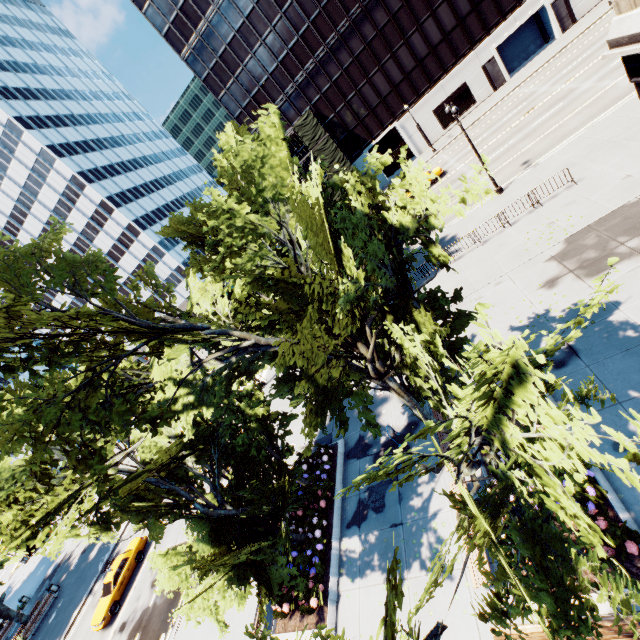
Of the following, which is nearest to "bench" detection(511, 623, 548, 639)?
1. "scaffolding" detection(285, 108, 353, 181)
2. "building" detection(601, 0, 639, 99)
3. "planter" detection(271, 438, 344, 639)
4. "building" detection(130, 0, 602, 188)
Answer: "planter" detection(271, 438, 344, 639)

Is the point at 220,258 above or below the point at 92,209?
below

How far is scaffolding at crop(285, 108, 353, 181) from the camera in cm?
4488

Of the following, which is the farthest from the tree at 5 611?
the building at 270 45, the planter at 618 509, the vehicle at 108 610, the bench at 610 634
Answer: the building at 270 45

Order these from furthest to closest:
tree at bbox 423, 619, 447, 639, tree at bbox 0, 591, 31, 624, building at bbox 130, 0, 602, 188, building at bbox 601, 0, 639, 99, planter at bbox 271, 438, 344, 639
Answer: building at bbox 130, 0, 602, 188 → tree at bbox 0, 591, 31, 624 → building at bbox 601, 0, 639, 99 → planter at bbox 271, 438, 344, 639 → tree at bbox 423, 619, 447, 639

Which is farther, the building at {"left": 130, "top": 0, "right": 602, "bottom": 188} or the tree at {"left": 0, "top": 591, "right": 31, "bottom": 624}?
the building at {"left": 130, "top": 0, "right": 602, "bottom": 188}

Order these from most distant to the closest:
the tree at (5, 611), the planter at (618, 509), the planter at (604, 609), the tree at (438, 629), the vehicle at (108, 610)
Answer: the tree at (5, 611) → the vehicle at (108, 610) → the planter at (618, 509) → the planter at (604, 609) → the tree at (438, 629)

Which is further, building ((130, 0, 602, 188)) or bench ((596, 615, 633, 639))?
building ((130, 0, 602, 188))
